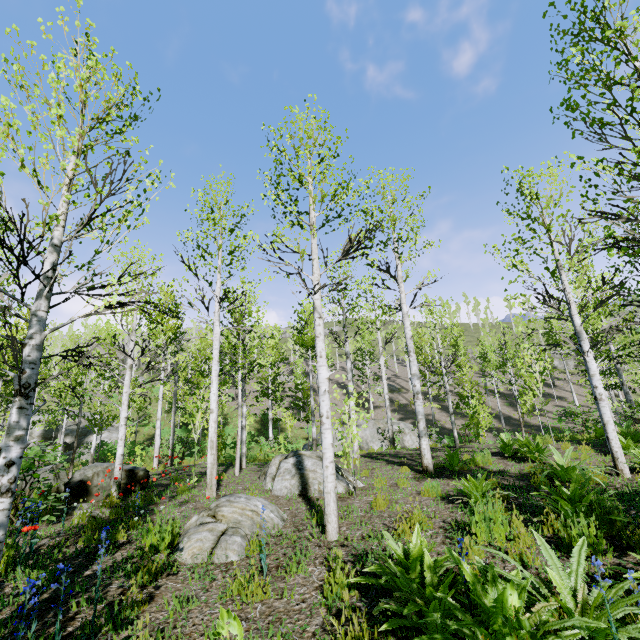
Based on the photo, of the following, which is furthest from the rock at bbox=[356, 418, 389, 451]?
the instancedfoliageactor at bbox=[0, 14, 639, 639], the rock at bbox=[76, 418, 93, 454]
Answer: the rock at bbox=[76, 418, 93, 454]

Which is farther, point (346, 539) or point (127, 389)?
point (127, 389)

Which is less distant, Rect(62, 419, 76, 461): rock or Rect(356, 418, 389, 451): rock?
Rect(356, 418, 389, 451): rock

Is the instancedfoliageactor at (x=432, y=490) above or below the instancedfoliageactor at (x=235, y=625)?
below

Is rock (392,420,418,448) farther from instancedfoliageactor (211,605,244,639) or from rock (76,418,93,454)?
rock (76,418,93,454)

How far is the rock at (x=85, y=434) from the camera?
30.2m
